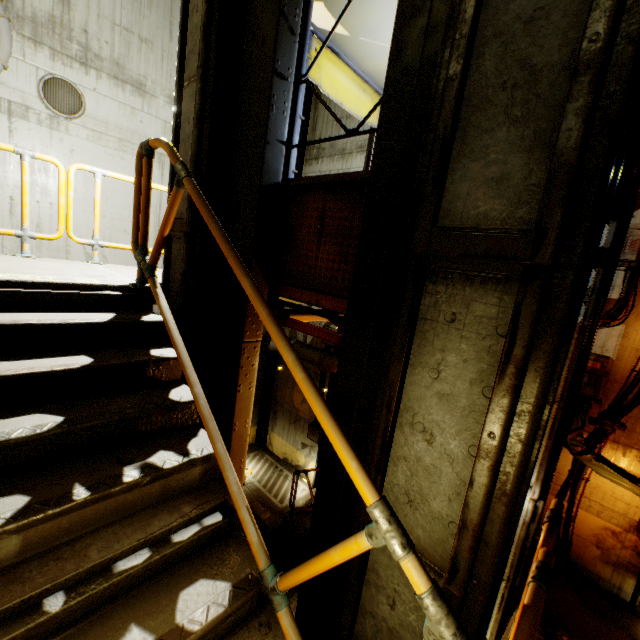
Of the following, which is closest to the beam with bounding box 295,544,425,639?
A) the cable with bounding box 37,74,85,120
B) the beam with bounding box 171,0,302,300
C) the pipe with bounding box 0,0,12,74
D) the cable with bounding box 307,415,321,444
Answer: the pipe with bounding box 0,0,12,74

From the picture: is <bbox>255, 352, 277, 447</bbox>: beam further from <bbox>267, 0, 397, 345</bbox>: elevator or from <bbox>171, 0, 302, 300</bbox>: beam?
<bbox>171, 0, 302, 300</bbox>: beam

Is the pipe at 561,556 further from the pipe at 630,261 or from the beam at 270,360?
the beam at 270,360

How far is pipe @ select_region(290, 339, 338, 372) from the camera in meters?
9.8

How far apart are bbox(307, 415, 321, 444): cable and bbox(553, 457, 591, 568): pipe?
6.4m

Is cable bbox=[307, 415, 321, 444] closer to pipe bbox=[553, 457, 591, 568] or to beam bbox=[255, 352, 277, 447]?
beam bbox=[255, 352, 277, 447]

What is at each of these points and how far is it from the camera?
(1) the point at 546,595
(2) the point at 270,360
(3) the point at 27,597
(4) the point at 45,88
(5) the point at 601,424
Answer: (1) stairs, 1.74m
(2) beam, 12.93m
(3) stairs, 1.47m
(4) cable, 6.73m
(5) pipe, 6.10m

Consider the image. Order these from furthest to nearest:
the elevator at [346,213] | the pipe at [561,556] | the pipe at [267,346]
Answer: the pipe at [267,346] < the pipe at [561,556] < the elevator at [346,213]
